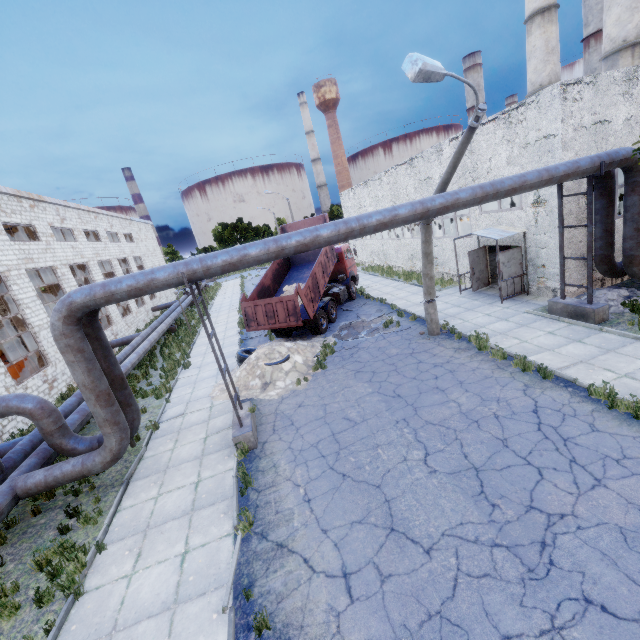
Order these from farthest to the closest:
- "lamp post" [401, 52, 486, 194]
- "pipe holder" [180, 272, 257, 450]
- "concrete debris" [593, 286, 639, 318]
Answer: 1. "concrete debris" [593, 286, 639, 318]
2. "pipe holder" [180, 272, 257, 450]
3. "lamp post" [401, 52, 486, 194]

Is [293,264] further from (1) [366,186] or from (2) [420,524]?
(2) [420,524]

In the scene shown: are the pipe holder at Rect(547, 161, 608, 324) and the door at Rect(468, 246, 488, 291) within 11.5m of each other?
yes

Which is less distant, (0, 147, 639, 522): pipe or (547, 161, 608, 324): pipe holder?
(0, 147, 639, 522): pipe

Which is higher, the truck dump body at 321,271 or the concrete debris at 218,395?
the truck dump body at 321,271

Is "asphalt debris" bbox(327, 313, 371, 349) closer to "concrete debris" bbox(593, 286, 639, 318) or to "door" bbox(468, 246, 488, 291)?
"door" bbox(468, 246, 488, 291)

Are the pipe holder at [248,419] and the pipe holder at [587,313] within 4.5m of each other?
no

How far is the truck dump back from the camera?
14.0 meters
